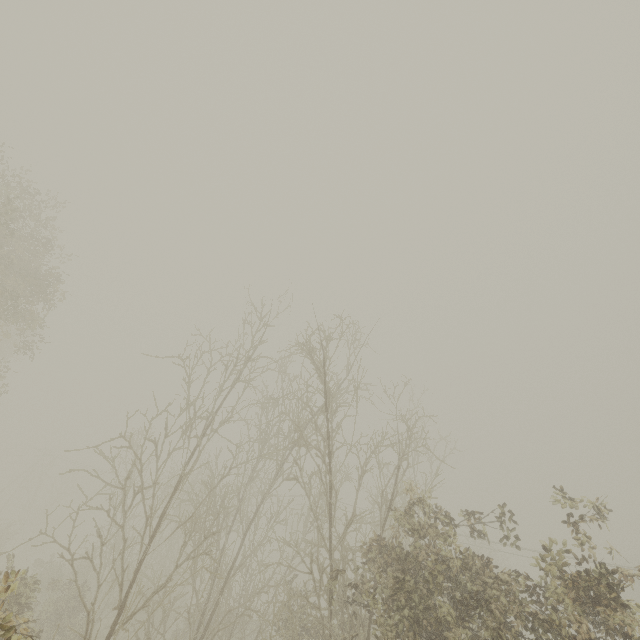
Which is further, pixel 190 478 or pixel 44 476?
pixel 190 478
